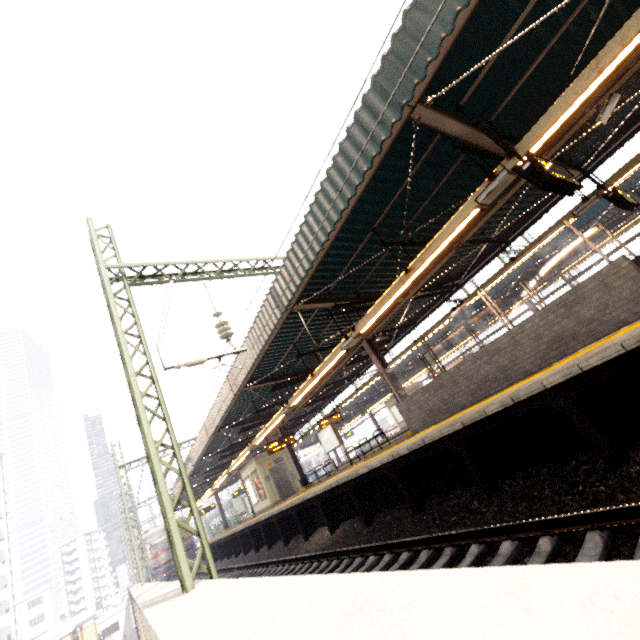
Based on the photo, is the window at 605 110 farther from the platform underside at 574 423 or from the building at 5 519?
the building at 5 519

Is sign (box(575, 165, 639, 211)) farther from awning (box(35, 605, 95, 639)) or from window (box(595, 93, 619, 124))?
awning (box(35, 605, 95, 639))

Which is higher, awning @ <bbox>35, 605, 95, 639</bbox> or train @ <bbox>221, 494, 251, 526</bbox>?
train @ <bbox>221, 494, 251, 526</bbox>

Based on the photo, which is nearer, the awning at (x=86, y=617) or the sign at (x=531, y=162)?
the sign at (x=531, y=162)

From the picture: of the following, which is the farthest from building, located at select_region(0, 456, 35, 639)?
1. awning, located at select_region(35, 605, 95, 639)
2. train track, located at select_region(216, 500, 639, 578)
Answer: train track, located at select_region(216, 500, 639, 578)

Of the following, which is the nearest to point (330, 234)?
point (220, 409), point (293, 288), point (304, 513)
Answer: point (293, 288)

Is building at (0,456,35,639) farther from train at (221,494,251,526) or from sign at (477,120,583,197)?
sign at (477,120,583,197)

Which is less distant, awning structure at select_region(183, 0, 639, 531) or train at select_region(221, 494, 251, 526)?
awning structure at select_region(183, 0, 639, 531)
